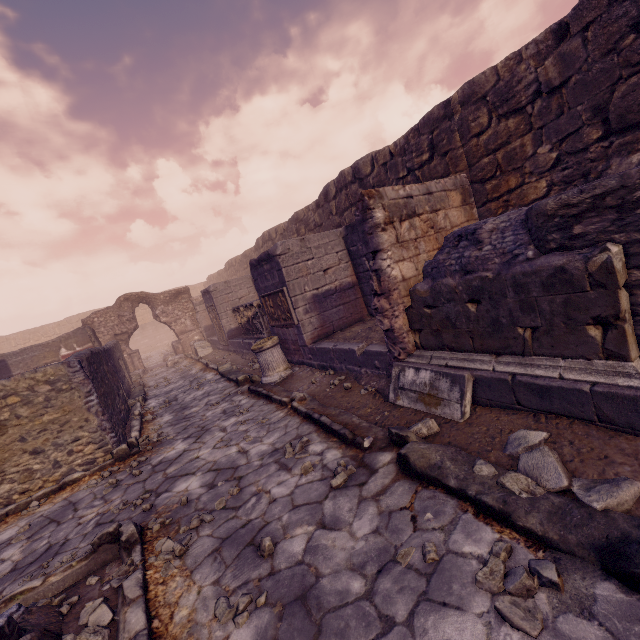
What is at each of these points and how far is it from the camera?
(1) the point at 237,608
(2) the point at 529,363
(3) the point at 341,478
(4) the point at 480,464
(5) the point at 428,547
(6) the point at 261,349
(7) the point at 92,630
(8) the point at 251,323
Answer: (1) stone, 2.2m
(2) building debris, 3.1m
(3) stone, 3.2m
(4) rocks, 2.7m
(5) stone, 2.2m
(6) column base, 7.2m
(7) stone, 2.2m
(8) sarcophagus, 10.4m

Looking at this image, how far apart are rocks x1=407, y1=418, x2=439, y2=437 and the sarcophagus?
6.9 meters

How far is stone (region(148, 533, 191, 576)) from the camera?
2.7m

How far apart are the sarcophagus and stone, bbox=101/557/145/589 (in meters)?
7.33

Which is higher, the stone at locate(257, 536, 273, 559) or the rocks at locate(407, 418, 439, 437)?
the rocks at locate(407, 418, 439, 437)

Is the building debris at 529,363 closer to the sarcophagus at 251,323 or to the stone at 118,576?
the stone at 118,576

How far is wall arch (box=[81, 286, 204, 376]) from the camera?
15.34m

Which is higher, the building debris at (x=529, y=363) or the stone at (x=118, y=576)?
the building debris at (x=529, y=363)
